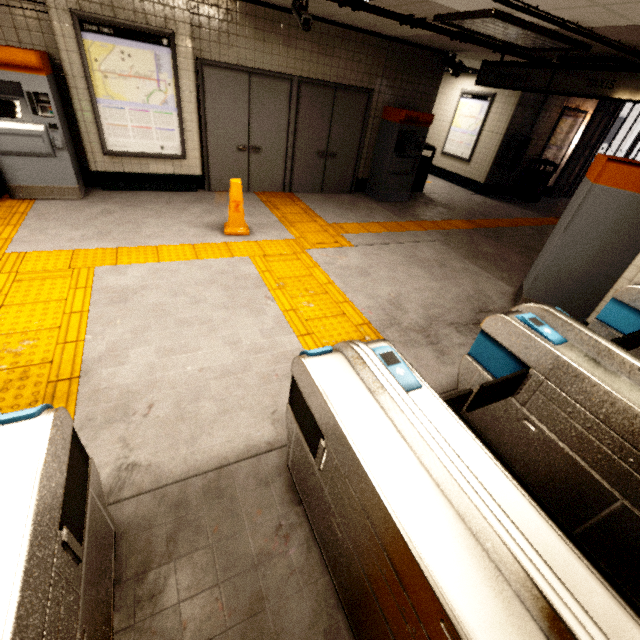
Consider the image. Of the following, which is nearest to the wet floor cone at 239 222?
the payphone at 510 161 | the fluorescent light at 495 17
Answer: the fluorescent light at 495 17

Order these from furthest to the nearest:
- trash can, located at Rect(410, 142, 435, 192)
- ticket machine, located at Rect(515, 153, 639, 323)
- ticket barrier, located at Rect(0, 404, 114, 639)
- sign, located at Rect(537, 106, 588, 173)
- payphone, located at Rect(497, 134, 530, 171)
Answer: sign, located at Rect(537, 106, 588, 173), payphone, located at Rect(497, 134, 530, 171), trash can, located at Rect(410, 142, 435, 192), ticket machine, located at Rect(515, 153, 639, 323), ticket barrier, located at Rect(0, 404, 114, 639)

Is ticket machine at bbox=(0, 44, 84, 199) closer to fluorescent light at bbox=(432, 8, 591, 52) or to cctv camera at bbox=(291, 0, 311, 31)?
cctv camera at bbox=(291, 0, 311, 31)

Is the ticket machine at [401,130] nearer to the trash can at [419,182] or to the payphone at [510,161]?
the trash can at [419,182]

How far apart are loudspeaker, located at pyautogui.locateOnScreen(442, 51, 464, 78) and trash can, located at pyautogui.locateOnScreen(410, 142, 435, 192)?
1.5m

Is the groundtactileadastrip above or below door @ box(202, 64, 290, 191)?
below

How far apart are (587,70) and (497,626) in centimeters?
684cm

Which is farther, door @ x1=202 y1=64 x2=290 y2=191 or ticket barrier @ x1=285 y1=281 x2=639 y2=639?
door @ x1=202 y1=64 x2=290 y2=191
